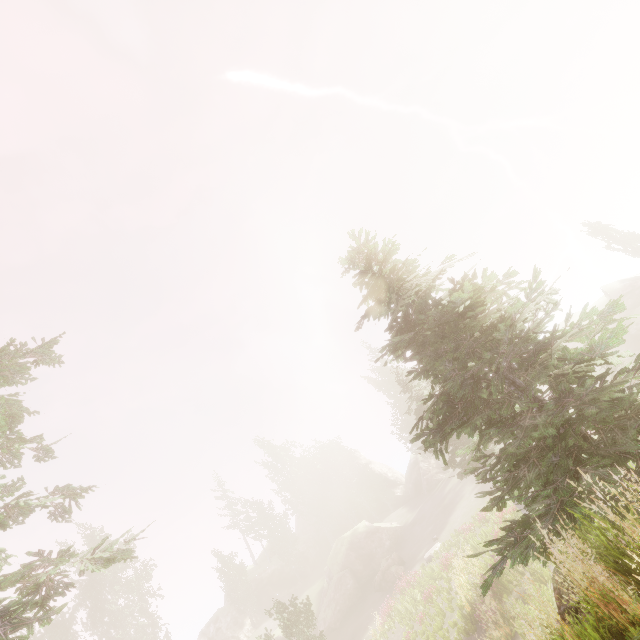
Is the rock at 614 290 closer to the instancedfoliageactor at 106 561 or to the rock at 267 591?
the instancedfoliageactor at 106 561

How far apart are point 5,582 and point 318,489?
52.6m

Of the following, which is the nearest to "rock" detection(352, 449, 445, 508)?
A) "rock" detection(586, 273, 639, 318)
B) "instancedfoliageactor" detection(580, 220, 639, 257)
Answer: "instancedfoliageactor" detection(580, 220, 639, 257)

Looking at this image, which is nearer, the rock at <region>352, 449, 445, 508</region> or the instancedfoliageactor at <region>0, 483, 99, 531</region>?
the instancedfoliageactor at <region>0, 483, 99, 531</region>

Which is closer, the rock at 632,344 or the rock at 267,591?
the rock at 632,344

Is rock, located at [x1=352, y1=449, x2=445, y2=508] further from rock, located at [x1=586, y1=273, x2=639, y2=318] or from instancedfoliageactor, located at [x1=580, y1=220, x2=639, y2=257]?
rock, located at [x1=586, y1=273, x2=639, y2=318]
